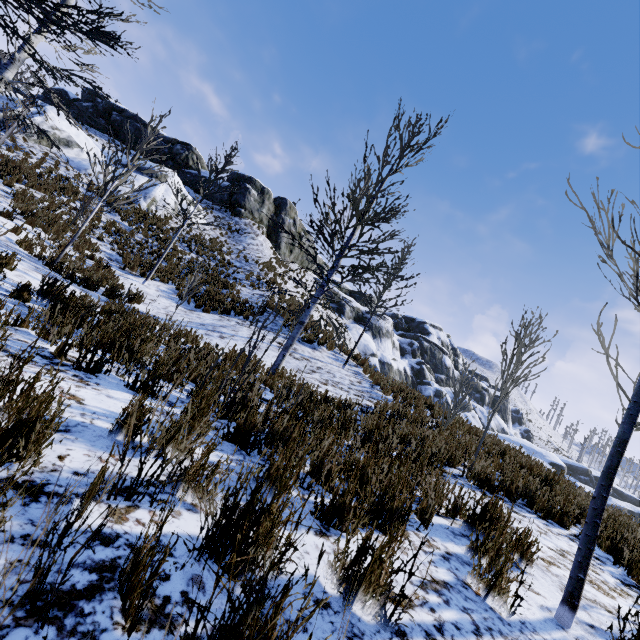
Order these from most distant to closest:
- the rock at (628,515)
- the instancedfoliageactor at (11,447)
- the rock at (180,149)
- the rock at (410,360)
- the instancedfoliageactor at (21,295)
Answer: the rock at (180,149)
the rock at (410,360)
the rock at (628,515)
the instancedfoliageactor at (21,295)
the instancedfoliageactor at (11,447)

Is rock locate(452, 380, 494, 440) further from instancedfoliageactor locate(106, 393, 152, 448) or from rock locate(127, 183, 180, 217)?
instancedfoliageactor locate(106, 393, 152, 448)

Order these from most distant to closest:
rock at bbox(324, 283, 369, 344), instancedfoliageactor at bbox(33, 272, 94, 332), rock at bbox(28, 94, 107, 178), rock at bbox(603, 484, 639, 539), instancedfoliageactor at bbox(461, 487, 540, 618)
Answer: rock at bbox(324, 283, 369, 344)
rock at bbox(28, 94, 107, 178)
rock at bbox(603, 484, 639, 539)
instancedfoliageactor at bbox(33, 272, 94, 332)
instancedfoliageactor at bbox(461, 487, 540, 618)

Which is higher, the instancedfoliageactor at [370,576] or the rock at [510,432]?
the rock at [510,432]

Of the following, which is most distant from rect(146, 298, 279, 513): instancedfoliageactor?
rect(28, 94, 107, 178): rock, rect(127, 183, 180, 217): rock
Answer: rect(28, 94, 107, 178): rock

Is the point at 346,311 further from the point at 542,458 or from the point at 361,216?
the point at 361,216

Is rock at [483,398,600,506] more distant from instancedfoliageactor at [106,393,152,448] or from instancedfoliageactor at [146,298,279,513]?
instancedfoliageactor at [106,393,152,448]

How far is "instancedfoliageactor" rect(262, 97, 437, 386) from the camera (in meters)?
6.09
